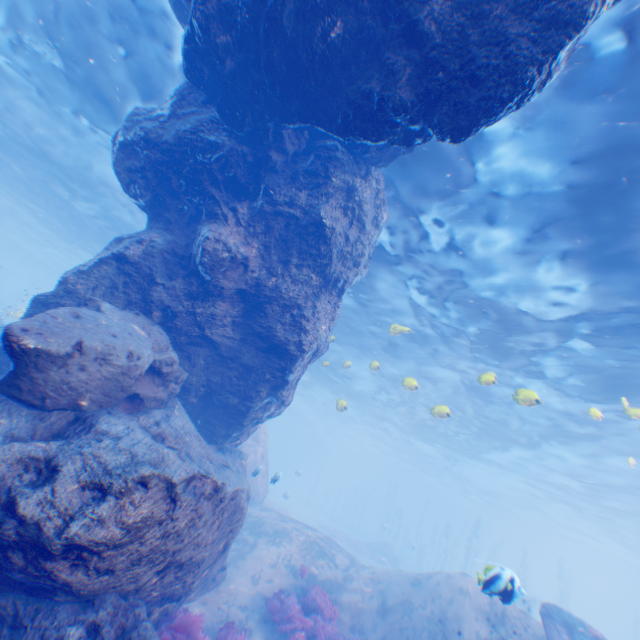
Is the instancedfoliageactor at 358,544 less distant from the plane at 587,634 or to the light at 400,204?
the light at 400,204

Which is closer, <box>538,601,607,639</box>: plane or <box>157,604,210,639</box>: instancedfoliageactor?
<box>157,604,210,639</box>: instancedfoliageactor

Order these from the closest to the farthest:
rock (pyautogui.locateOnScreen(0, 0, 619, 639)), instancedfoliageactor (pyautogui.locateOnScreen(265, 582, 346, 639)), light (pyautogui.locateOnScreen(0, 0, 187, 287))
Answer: rock (pyautogui.locateOnScreen(0, 0, 619, 639))
instancedfoliageactor (pyautogui.locateOnScreen(265, 582, 346, 639))
light (pyautogui.locateOnScreen(0, 0, 187, 287))

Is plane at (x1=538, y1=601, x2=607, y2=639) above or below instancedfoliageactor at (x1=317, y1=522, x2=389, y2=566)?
above

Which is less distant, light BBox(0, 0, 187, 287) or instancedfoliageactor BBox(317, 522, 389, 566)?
light BBox(0, 0, 187, 287)

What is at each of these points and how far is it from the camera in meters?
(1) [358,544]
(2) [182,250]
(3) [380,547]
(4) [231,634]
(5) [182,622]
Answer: (1) instancedfoliageactor, 33.6
(2) rock, 8.2
(3) rock, 33.0
(4) instancedfoliageactor, 7.7
(5) instancedfoliageactor, 6.5

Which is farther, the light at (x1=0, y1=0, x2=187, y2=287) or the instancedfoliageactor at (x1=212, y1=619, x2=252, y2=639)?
the light at (x1=0, y1=0, x2=187, y2=287)

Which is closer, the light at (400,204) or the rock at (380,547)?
the light at (400,204)
